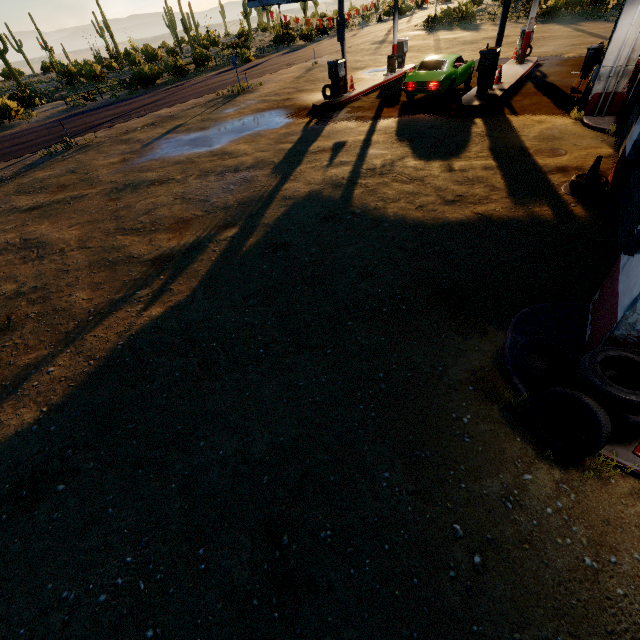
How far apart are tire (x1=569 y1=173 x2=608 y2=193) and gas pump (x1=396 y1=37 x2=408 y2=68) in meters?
19.3

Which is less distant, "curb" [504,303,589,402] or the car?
"curb" [504,303,589,402]

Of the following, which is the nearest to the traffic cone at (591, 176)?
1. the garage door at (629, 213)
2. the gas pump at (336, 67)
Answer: the garage door at (629, 213)

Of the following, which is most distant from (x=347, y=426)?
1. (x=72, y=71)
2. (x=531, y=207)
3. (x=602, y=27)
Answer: (x=72, y=71)

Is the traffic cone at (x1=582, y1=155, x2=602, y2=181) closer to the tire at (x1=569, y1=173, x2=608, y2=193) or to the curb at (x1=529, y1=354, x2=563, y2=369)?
the tire at (x1=569, y1=173, x2=608, y2=193)

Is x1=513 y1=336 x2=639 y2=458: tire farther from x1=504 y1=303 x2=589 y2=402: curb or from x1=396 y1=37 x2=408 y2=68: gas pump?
x1=396 y1=37 x2=408 y2=68: gas pump

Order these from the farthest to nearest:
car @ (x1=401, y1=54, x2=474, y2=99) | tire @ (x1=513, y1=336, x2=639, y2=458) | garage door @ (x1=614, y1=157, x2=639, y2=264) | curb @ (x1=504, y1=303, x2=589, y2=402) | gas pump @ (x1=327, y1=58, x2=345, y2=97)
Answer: gas pump @ (x1=327, y1=58, x2=345, y2=97), car @ (x1=401, y1=54, x2=474, y2=99), garage door @ (x1=614, y1=157, x2=639, y2=264), curb @ (x1=504, y1=303, x2=589, y2=402), tire @ (x1=513, y1=336, x2=639, y2=458)

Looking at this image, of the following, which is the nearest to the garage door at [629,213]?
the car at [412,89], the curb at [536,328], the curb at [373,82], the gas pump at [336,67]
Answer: the curb at [536,328]
